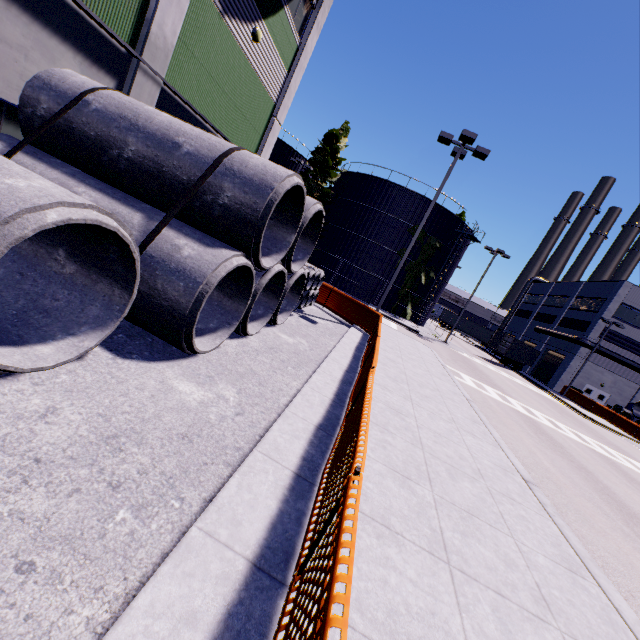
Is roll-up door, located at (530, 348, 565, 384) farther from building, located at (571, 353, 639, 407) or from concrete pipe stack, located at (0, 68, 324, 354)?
concrete pipe stack, located at (0, 68, 324, 354)

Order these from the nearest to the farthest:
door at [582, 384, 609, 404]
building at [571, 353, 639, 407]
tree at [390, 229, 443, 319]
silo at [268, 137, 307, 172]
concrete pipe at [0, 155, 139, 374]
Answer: concrete pipe at [0, 155, 139, 374] < tree at [390, 229, 443, 319] < silo at [268, 137, 307, 172] < building at [571, 353, 639, 407] < door at [582, 384, 609, 404]

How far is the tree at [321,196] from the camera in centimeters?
3462cm

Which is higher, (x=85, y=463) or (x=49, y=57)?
(x=49, y=57)

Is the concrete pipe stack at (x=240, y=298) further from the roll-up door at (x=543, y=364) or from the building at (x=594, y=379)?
the roll-up door at (x=543, y=364)

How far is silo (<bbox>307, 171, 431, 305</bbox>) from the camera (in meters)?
32.94

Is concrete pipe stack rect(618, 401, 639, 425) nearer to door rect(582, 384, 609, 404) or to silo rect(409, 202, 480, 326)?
silo rect(409, 202, 480, 326)

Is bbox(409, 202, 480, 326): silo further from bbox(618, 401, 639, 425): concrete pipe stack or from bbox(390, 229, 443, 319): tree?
bbox(618, 401, 639, 425): concrete pipe stack
